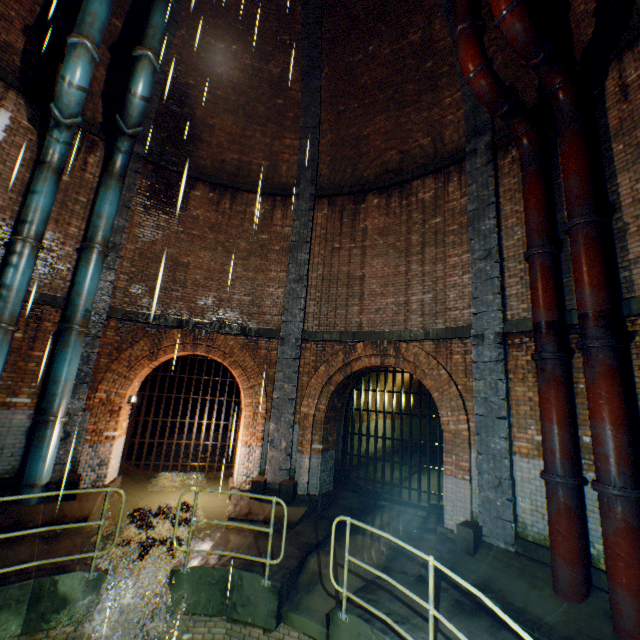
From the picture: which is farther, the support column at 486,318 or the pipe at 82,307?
the pipe at 82,307

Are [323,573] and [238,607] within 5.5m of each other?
yes

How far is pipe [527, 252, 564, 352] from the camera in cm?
581

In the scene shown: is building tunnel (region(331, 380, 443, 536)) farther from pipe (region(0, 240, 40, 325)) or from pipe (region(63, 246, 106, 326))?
pipe (region(0, 240, 40, 325))

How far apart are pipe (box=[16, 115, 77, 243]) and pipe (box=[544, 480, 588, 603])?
11.60m

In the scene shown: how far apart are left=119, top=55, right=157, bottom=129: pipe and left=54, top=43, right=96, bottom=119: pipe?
0.6m

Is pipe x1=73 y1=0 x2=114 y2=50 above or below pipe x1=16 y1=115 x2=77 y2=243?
above

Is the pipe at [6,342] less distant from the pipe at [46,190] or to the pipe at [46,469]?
the pipe at [46,469]
